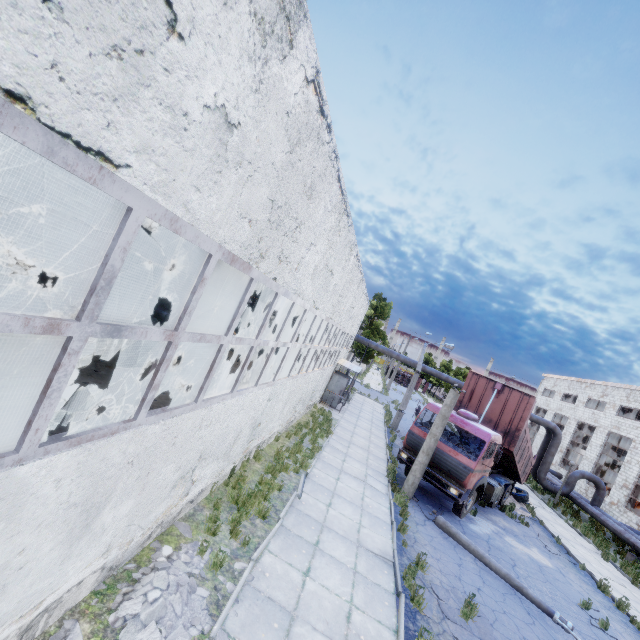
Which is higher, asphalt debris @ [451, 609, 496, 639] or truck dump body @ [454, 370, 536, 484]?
truck dump body @ [454, 370, 536, 484]

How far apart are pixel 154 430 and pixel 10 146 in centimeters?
2029cm

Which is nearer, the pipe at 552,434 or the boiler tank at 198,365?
the boiler tank at 198,365

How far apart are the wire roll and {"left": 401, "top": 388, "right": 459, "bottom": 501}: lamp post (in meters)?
10.17

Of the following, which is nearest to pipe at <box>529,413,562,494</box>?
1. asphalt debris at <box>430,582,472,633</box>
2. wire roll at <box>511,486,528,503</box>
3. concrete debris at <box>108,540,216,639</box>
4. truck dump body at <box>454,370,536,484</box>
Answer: truck dump body at <box>454,370,536,484</box>

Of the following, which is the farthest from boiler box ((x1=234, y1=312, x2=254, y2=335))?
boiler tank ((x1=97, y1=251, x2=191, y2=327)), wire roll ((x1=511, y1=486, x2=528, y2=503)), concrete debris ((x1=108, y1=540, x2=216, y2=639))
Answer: wire roll ((x1=511, y1=486, x2=528, y2=503))

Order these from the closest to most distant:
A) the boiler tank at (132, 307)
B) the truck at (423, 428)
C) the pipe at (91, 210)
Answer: the truck at (423, 428)
the boiler tank at (132, 307)
the pipe at (91, 210)

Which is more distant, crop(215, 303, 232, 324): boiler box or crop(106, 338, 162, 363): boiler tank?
crop(215, 303, 232, 324): boiler box
